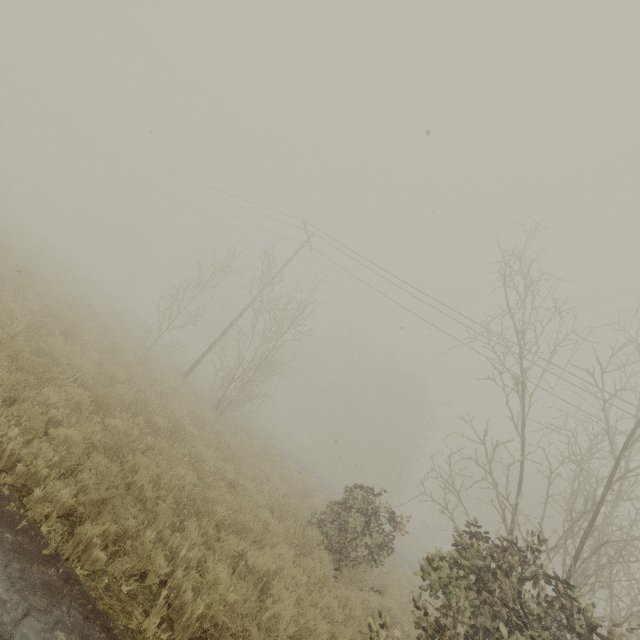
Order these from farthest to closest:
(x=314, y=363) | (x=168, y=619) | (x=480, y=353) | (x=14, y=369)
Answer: (x=314, y=363), (x=480, y=353), (x=14, y=369), (x=168, y=619)
